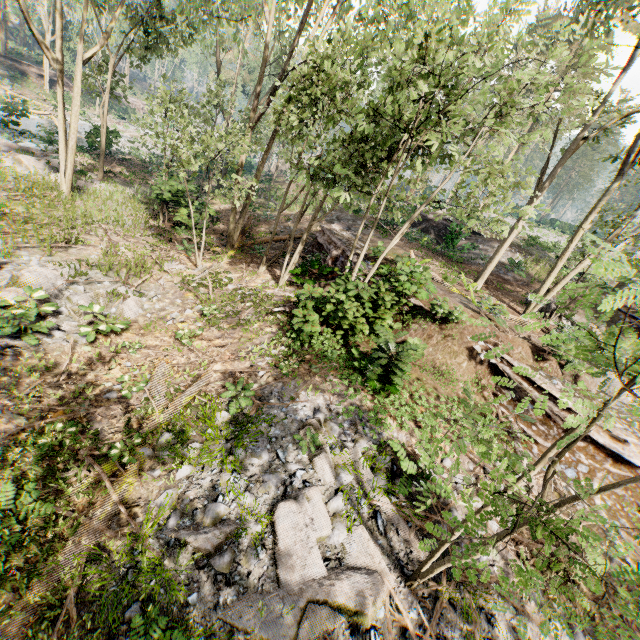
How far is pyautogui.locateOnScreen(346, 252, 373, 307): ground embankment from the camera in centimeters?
1009cm

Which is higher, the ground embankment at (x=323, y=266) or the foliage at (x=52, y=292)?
the ground embankment at (x=323, y=266)

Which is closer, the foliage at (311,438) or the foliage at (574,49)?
the foliage at (311,438)

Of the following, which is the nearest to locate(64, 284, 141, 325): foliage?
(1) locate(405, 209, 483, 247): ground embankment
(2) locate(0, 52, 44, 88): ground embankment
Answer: (2) locate(0, 52, 44, 88): ground embankment

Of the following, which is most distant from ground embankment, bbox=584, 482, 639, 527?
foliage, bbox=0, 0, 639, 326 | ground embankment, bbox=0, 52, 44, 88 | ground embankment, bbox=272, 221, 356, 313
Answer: ground embankment, bbox=0, 52, 44, 88

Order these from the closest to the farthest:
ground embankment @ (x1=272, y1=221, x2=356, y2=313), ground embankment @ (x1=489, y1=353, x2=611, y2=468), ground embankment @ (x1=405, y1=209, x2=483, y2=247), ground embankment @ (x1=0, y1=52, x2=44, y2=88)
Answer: ground embankment @ (x1=489, y1=353, x2=611, y2=468) → ground embankment @ (x1=272, y1=221, x2=356, y2=313) → ground embankment @ (x1=405, y1=209, x2=483, y2=247) → ground embankment @ (x1=0, y1=52, x2=44, y2=88)

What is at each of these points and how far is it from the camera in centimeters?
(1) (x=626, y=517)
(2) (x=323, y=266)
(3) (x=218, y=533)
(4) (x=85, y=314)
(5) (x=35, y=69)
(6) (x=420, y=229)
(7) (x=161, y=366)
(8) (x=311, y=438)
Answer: (1) ground embankment, 794cm
(2) ground embankment, 1447cm
(3) foliage, 559cm
(4) foliage, 977cm
(5) ground embankment, 4259cm
(6) ground embankment, 2728cm
(7) foliage, 872cm
(8) foliage, 718cm

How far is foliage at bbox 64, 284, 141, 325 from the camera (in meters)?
9.39
